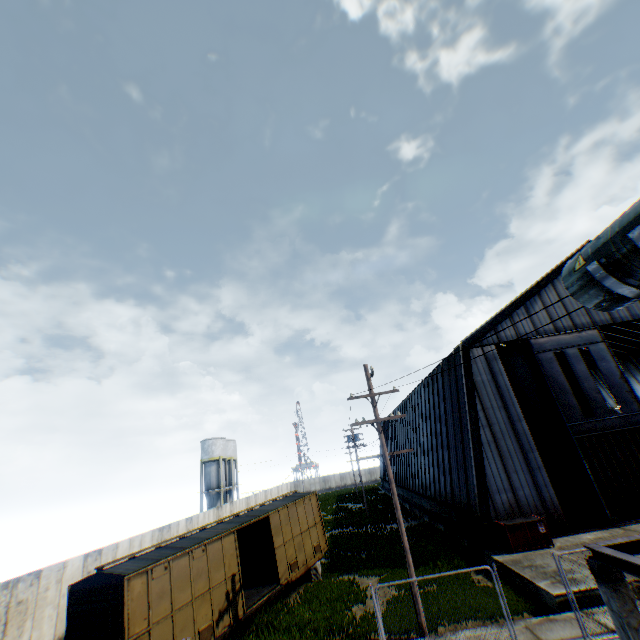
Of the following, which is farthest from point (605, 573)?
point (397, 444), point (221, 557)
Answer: point (397, 444)

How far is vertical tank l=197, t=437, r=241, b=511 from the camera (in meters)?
49.75

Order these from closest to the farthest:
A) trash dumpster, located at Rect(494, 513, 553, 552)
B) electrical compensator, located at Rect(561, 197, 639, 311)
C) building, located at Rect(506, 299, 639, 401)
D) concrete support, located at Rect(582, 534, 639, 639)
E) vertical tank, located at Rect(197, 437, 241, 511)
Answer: electrical compensator, located at Rect(561, 197, 639, 311), concrete support, located at Rect(582, 534, 639, 639), trash dumpster, located at Rect(494, 513, 553, 552), building, located at Rect(506, 299, 639, 401), vertical tank, located at Rect(197, 437, 241, 511)

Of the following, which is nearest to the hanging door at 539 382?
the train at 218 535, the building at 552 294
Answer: the building at 552 294

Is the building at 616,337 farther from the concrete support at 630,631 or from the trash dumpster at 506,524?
the concrete support at 630,631

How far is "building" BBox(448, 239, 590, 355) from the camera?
21.30m

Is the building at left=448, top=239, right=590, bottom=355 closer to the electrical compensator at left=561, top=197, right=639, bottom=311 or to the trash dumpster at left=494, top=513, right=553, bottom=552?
the trash dumpster at left=494, top=513, right=553, bottom=552

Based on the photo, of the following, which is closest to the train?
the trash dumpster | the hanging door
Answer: the trash dumpster
